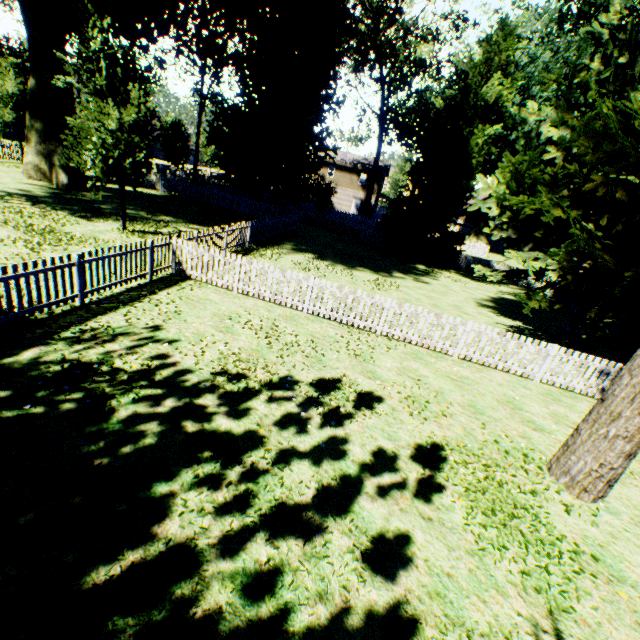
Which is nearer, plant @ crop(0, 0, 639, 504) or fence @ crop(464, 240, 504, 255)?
plant @ crop(0, 0, 639, 504)

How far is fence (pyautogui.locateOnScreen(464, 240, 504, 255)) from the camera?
37.53m

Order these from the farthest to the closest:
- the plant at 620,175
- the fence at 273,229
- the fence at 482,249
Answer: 1. the fence at 482,249
2. the plant at 620,175
3. the fence at 273,229

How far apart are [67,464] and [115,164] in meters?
12.6

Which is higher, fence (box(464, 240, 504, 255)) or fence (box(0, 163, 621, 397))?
fence (box(464, 240, 504, 255))

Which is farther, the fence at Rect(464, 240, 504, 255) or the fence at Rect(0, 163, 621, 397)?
the fence at Rect(464, 240, 504, 255)

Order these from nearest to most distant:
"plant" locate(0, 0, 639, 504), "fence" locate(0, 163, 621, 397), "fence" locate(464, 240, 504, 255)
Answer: "fence" locate(0, 163, 621, 397) → "plant" locate(0, 0, 639, 504) → "fence" locate(464, 240, 504, 255)

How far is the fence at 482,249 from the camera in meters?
37.5 m
